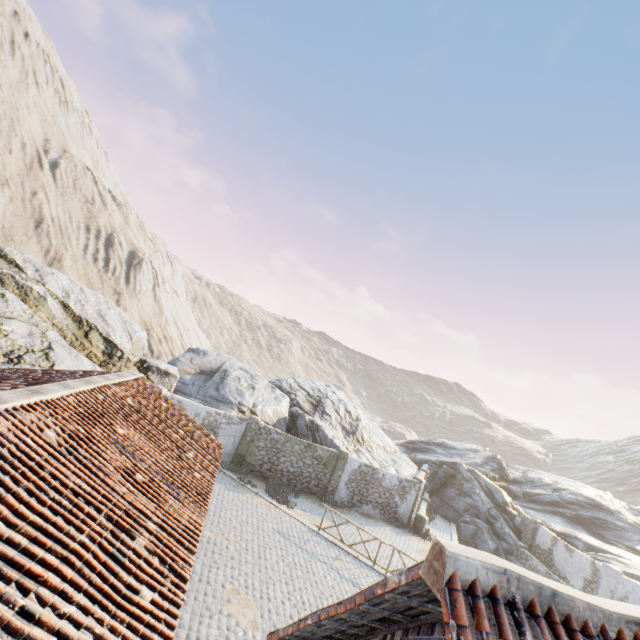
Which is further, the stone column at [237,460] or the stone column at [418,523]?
the stone column at [418,523]

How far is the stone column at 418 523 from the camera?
21.1m

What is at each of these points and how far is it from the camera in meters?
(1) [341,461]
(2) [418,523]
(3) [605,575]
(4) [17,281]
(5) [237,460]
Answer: (1) stone column, 20.9 m
(2) stone column, 21.2 m
(3) stone column, 19.0 m
(4) rock, 14.5 m
(5) stone column, 19.7 m

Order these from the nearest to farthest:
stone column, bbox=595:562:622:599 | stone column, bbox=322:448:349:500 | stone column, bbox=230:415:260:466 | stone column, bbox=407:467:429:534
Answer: stone column, bbox=595:562:622:599 → stone column, bbox=230:415:260:466 → stone column, bbox=322:448:349:500 → stone column, bbox=407:467:429:534

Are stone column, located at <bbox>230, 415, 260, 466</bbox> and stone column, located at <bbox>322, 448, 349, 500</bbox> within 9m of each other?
yes

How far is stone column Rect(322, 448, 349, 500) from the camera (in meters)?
20.59

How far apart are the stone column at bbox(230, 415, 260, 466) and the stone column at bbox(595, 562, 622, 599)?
22.3m

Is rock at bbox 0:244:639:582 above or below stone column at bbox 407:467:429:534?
above
